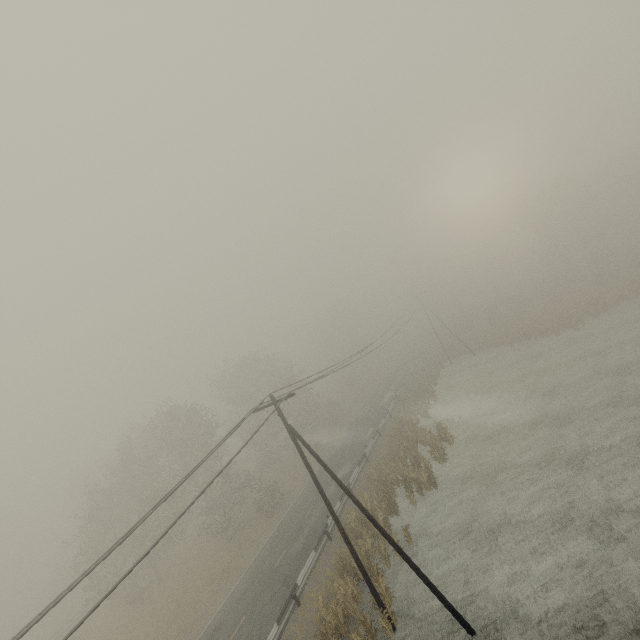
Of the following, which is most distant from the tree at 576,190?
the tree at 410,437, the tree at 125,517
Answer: the tree at 125,517

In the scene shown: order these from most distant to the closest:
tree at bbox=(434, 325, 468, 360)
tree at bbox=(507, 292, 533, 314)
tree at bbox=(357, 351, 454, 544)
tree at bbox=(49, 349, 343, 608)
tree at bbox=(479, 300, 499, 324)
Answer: tree at bbox=(479, 300, 499, 324), tree at bbox=(507, 292, 533, 314), tree at bbox=(434, 325, 468, 360), tree at bbox=(49, 349, 343, 608), tree at bbox=(357, 351, 454, 544)

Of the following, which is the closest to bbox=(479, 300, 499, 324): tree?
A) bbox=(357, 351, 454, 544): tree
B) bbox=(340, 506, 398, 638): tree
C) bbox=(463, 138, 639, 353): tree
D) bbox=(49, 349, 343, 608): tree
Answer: bbox=(357, 351, 454, 544): tree

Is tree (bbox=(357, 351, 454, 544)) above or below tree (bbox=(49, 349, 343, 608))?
below

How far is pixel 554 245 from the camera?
52.1m

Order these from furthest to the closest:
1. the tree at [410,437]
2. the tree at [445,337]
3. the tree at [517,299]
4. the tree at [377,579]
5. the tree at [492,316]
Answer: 1. the tree at [492,316]
2. the tree at [517,299]
3. the tree at [445,337]
4. the tree at [410,437]
5. the tree at [377,579]

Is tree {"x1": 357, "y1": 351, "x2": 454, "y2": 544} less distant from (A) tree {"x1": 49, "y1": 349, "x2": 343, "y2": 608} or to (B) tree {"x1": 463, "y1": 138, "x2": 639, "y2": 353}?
(A) tree {"x1": 49, "y1": 349, "x2": 343, "y2": 608}

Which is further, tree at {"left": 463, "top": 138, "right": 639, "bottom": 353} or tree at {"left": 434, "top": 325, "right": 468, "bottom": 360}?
tree at {"left": 434, "top": 325, "right": 468, "bottom": 360}
